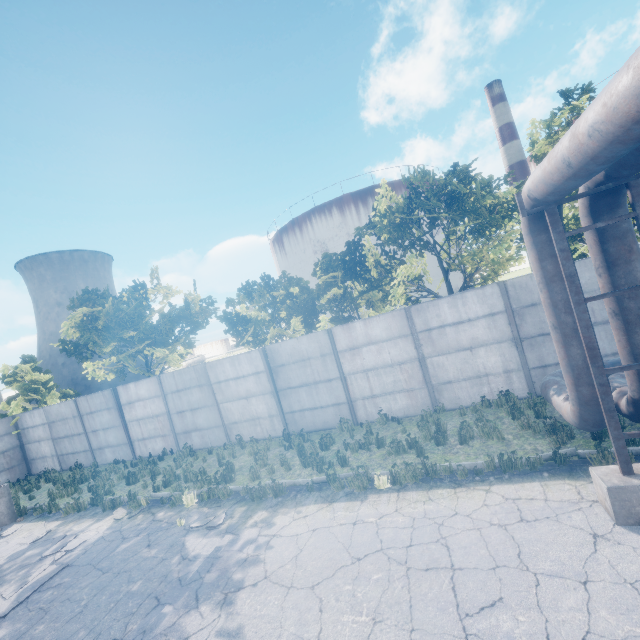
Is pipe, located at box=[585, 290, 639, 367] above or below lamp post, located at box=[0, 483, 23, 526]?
above

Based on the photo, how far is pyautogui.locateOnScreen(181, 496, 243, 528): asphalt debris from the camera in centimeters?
784cm

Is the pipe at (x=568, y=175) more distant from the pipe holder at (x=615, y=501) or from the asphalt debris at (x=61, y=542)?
the asphalt debris at (x=61, y=542)

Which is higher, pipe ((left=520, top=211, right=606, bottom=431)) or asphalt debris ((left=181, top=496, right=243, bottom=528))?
pipe ((left=520, top=211, right=606, bottom=431))

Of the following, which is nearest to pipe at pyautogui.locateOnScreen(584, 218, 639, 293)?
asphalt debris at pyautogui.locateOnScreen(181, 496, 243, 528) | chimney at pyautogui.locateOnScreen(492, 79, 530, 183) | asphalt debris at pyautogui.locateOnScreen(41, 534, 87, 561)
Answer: asphalt debris at pyautogui.locateOnScreen(181, 496, 243, 528)

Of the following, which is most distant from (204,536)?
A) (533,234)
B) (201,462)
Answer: (533,234)

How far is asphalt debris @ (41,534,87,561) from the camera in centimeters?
852cm

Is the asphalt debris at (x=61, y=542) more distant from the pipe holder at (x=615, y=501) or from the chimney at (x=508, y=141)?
the chimney at (x=508, y=141)
